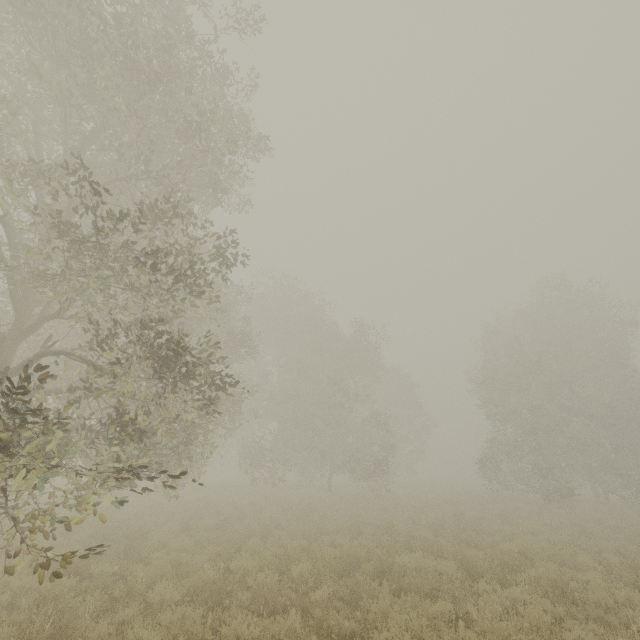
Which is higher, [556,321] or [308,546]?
[556,321]
